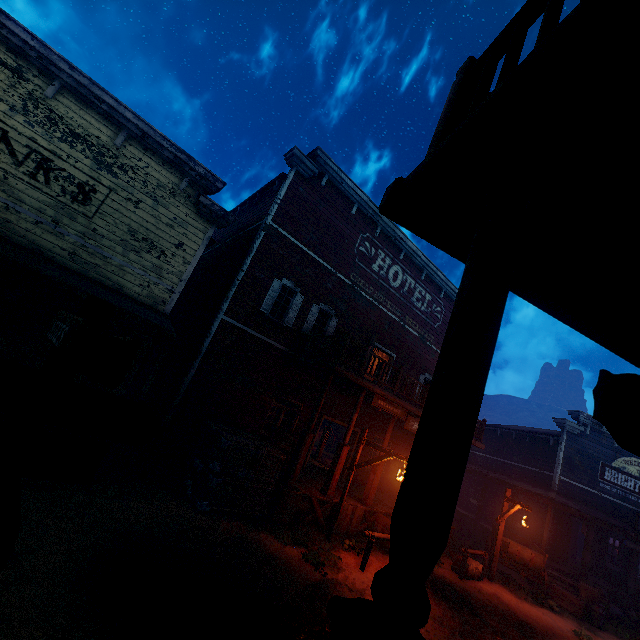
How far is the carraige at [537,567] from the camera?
12.14m

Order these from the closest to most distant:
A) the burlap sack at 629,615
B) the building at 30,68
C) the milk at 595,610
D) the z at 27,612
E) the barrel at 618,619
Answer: the building at 30,68
the z at 27,612
the milk at 595,610
the barrel at 618,619
the burlap sack at 629,615

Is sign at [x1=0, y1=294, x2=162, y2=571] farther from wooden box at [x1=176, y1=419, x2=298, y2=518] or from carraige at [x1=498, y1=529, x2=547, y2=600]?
carraige at [x1=498, y1=529, x2=547, y2=600]

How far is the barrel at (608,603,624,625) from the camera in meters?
12.7

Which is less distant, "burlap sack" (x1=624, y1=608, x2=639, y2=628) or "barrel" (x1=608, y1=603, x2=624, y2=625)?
"barrel" (x1=608, y1=603, x2=624, y2=625)

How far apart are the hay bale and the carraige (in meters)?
1.43

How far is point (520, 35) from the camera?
1.8m

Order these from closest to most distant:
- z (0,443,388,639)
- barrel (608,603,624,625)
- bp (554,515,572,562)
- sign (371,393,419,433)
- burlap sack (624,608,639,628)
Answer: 1. z (0,443,388,639)
2. sign (371,393,419,433)
3. barrel (608,603,624,625)
4. burlap sack (624,608,639,628)
5. bp (554,515,572,562)
